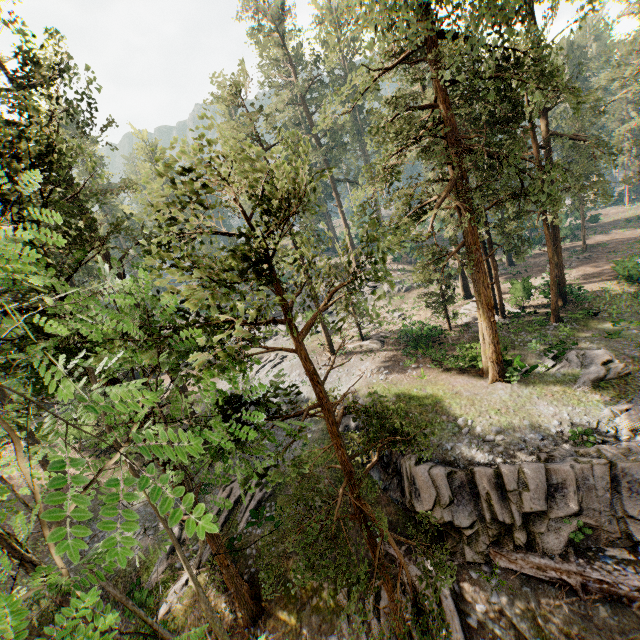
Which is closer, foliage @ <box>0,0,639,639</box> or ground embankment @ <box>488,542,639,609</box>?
foliage @ <box>0,0,639,639</box>

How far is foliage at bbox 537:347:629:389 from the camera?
18.1 meters

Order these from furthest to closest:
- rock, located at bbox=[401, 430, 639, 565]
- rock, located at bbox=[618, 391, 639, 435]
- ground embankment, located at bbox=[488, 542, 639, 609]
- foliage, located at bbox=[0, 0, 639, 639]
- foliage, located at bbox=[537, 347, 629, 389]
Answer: foliage, located at bbox=[537, 347, 629, 389]
rock, located at bbox=[618, 391, 639, 435]
rock, located at bbox=[401, 430, 639, 565]
ground embankment, located at bbox=[488, 542, 639, 609]
foliage, located at bbox=[0, 0, 639, 639]

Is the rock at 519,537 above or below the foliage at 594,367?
below

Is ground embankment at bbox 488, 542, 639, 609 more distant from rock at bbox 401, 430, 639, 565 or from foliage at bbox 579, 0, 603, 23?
foliage at bbox 579, 0, 603, 23

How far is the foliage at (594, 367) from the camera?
18.1m

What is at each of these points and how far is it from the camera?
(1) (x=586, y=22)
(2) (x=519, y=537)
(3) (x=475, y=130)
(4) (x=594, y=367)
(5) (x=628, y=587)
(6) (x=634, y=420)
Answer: (1) foliage, 18.8m
(2) rock, 13.7m
(3) foliage, 15.7m
(4) foliage, 18.8m
(5) ground embankment, 11.8m
(6) rock, 15.5m
